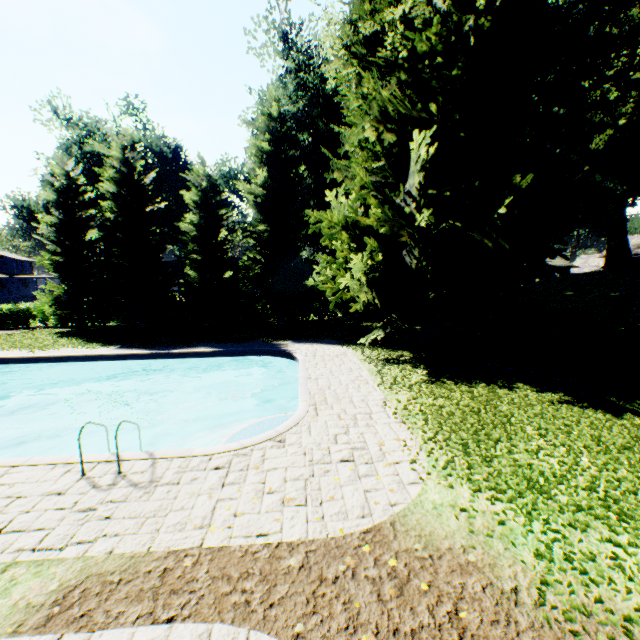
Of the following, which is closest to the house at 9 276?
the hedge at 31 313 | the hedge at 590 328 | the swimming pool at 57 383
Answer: the hedge at 31 313

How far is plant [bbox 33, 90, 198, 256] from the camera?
32.62m

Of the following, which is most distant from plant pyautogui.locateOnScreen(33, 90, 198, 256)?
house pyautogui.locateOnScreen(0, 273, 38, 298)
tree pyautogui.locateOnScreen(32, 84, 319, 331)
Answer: tree pyautogui.locateOnScreen(32, 84, 319, 331)

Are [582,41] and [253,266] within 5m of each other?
no

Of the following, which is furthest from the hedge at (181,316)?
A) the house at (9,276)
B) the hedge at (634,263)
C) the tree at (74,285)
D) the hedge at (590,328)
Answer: the hedge at (634,263)

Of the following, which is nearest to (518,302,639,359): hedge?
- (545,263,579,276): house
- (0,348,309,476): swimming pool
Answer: (0,348,309,476): swimming pool

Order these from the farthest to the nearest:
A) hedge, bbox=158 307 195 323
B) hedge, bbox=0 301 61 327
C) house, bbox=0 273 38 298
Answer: house, bbox=0 273 38 298
hedge, bbox=158 307 195 323
hedge, bbox=0 301 61 327

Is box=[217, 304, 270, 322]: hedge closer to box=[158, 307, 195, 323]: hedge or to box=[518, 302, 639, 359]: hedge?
box=[518, 302, 639, 359]: hedge
